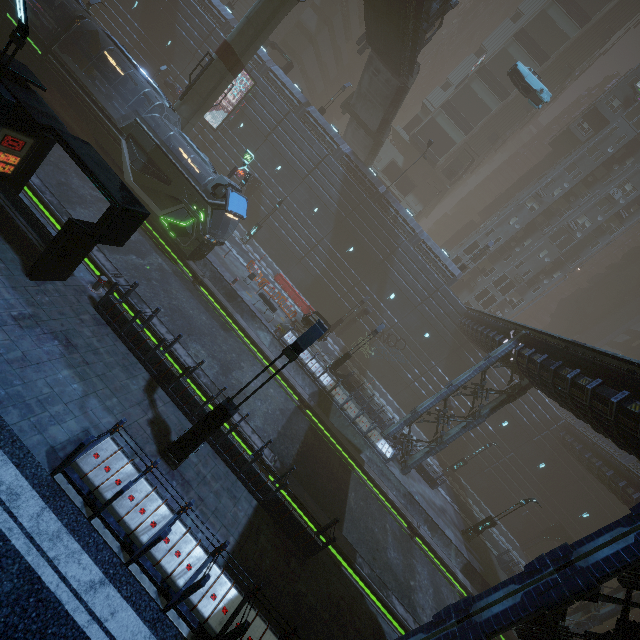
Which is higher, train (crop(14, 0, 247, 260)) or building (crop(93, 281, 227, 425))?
train (crop(14, 0, 247, 260))

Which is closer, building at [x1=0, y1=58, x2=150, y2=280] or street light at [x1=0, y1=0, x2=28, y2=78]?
street light at [x1=0, y1=0, x2=28, y2=78]

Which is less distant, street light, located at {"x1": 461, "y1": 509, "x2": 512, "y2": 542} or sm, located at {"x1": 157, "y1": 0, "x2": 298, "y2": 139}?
sm, located at {"x1": 157, "y1": 0, "x2": 298, "y2": 139}

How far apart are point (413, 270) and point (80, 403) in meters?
30.3 m

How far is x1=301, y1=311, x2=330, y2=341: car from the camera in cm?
2300

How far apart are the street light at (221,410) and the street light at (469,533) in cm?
2224

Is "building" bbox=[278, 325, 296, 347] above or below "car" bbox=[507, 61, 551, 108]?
below

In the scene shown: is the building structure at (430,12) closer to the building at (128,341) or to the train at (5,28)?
the building at (128,341)
